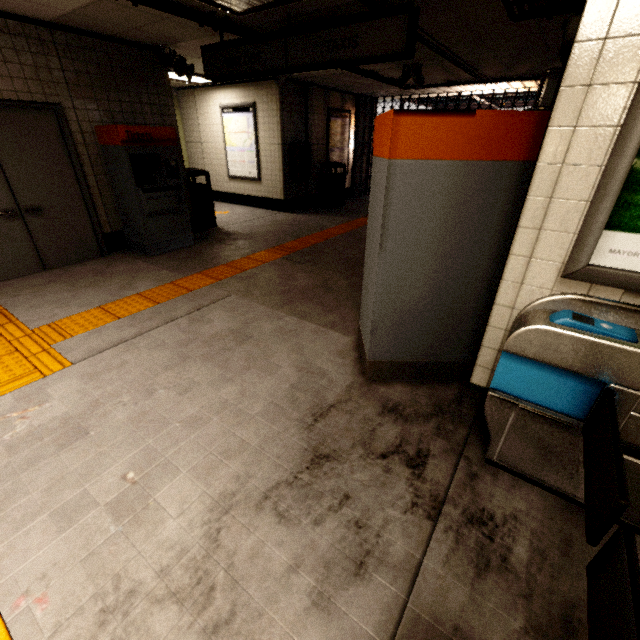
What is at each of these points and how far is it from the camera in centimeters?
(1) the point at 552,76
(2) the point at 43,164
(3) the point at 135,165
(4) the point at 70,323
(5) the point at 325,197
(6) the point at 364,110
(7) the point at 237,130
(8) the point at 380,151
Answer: (1) electrical box, 309cm
(2) door, 440cm
(3) ticket machine, 498cm
(4) groundtactileadastrip, 340cm
(5) trash can, 945cm
(6) concrete pillar, 1021cm
(7) sign, 845cm
(8) ticket machine, 207cm

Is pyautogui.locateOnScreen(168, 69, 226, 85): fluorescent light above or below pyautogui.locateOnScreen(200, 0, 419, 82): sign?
above

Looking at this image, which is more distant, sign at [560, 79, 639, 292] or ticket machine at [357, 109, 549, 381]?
ticket machine at [357, 109, 549, 381]

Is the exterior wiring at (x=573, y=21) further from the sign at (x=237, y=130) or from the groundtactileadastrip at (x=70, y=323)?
the sign at (x=237, y=130)

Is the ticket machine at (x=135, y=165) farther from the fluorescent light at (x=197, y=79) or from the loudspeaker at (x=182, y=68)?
the fluorescent light at (x=197, y=79)

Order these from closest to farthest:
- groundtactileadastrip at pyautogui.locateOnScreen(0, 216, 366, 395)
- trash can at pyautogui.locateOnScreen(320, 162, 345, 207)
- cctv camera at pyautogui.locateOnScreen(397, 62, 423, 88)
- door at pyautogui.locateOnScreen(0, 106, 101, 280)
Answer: groundtactileadastrip at pyautogui.locateOnScreen(0, 216, 366, 395) < door at pyautogui.locateOnScreen(0, 106, 101, 280) < cctv camera at pyautogui.locateOnScreen(397, 62, 423, 88) < trash can at pyautogui.locateOnScreen(320, 162, 345, 207)

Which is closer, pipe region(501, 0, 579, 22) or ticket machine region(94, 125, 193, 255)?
pipe region(501, 0, 579, 22)

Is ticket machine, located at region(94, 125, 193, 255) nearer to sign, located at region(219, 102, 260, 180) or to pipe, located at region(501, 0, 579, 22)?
sign, located at region(219, 102, 260, 180)
